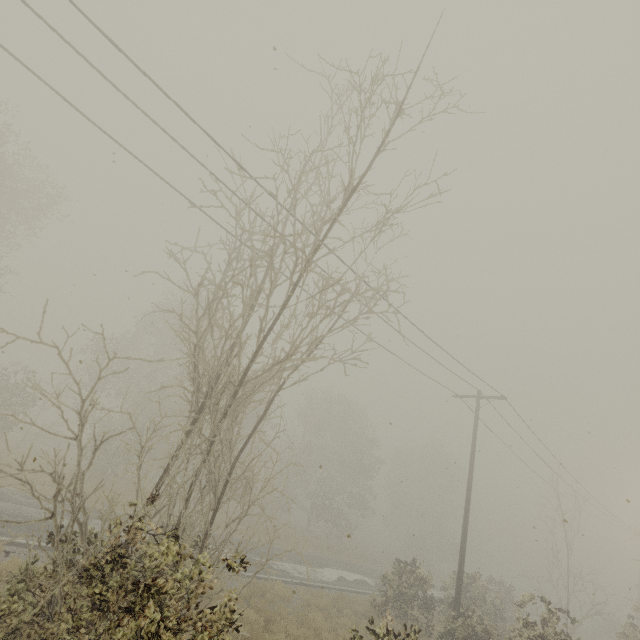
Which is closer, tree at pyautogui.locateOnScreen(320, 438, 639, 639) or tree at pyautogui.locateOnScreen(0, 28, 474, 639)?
tree at pyautogui.locateOnScreen(0, 28, 474, 639)

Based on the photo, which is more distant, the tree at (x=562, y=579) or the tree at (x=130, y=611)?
the tree at (x=562, y=579)

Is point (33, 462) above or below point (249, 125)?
below
